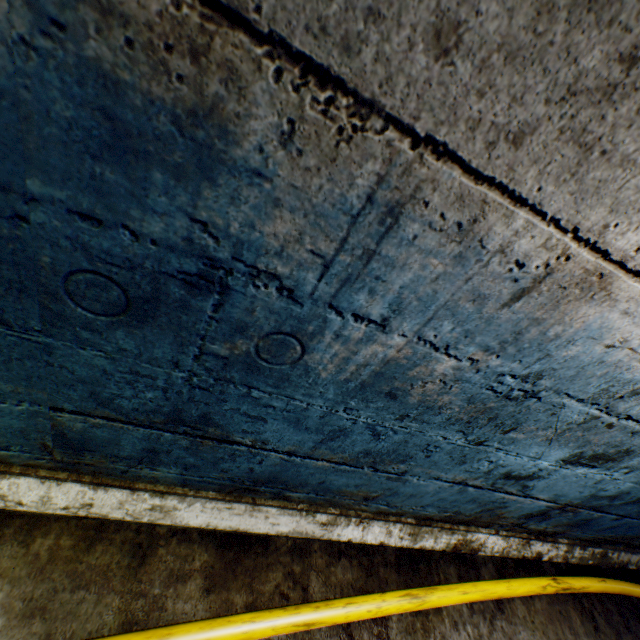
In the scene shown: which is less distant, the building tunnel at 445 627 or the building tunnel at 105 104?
the building tunnel at 105 104

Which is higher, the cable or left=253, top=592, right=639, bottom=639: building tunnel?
the cable

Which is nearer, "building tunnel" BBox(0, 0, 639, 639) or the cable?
"building tunnel" BBox(0, 0, 639, 639)

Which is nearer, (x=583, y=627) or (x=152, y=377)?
(x=152, y=377)

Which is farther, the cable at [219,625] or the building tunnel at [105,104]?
the cable at [219,625]

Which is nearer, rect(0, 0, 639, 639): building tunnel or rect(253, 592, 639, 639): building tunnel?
rect(0, 0, 639, 639): building tunnel
